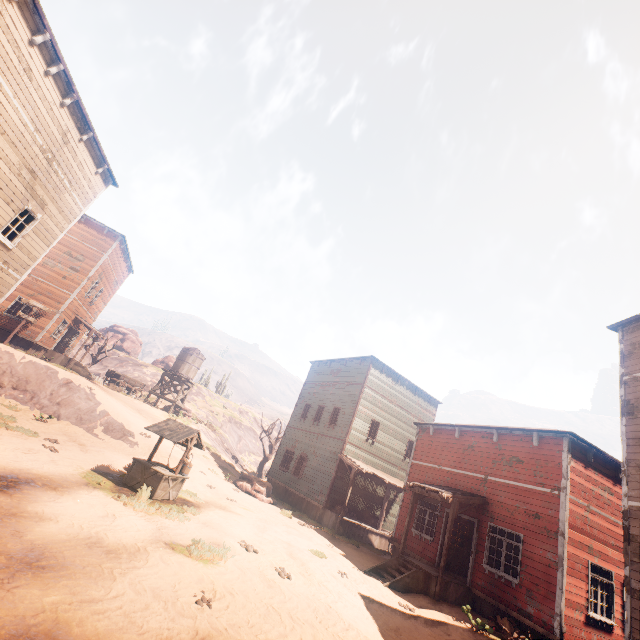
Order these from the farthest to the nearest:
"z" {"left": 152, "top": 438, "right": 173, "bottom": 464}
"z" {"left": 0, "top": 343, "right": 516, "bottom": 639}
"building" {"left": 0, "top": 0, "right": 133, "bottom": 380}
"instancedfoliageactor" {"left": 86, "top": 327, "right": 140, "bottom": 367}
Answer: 1. "instancedfoliageactor" {"left": 86, "top": 327, "right": 140, "bottom": 367}
2. "z" {"left": 152, "top": 438, "right": 173, "bottom": 464}
3. "building" {"left": 0, "top": 0, "right": 133, "bottom": 380}
4. "z" {"left": 0, "top": 343, "right": 516, "bottom": 639}

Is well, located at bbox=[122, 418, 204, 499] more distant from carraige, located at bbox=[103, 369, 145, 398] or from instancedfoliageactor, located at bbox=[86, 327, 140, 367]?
→ instancedfoliageactor, located at bbox=[86, 327, 140, 367]

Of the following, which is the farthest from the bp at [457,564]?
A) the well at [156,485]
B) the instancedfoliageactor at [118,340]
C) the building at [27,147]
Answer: the instancedfoliageactor at [118,340]

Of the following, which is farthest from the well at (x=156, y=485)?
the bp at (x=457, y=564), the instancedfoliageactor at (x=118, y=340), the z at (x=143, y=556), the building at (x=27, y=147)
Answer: the instancedfoliageactor at (x=118, y=340)

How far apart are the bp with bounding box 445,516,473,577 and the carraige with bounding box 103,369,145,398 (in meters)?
27.58

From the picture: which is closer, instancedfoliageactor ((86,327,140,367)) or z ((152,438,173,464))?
z ((152,438,173,464))

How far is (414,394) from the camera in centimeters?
2523cm

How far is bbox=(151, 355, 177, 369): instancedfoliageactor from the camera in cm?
5231
